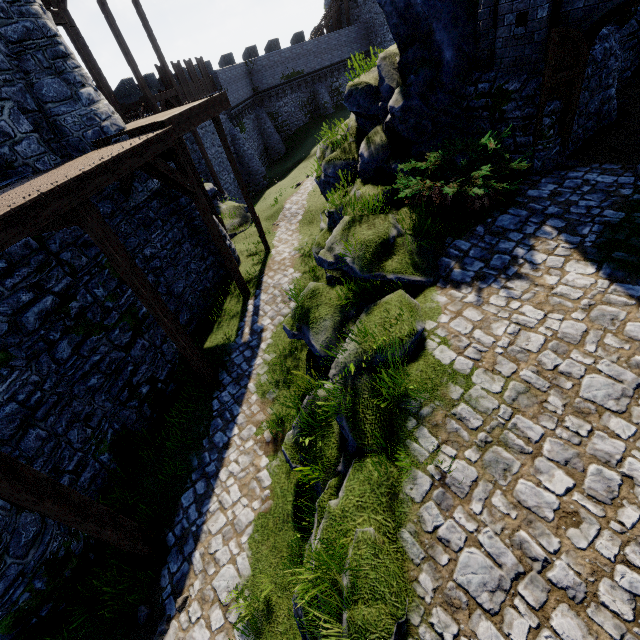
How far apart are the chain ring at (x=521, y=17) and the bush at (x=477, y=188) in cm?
220

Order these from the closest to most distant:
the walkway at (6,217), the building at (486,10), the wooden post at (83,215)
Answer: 1. the walkway at (6,217)
2. the wooden post at (83,215)
3. the building at (486,10)

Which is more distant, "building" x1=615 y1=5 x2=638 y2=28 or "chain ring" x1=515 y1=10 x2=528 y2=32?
"building" x1=615 y1=5 x2=638 y2=28

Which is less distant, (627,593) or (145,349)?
(627,593)

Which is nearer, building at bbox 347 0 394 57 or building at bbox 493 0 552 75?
building at bbox 493 0 552 75

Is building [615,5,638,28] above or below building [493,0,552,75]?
below

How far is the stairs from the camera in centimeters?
1584cm

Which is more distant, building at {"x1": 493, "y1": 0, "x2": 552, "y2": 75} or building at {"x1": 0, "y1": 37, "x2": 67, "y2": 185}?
building at {"x1": 0, "y1": 37, "x2": 67, "y2": 185}
